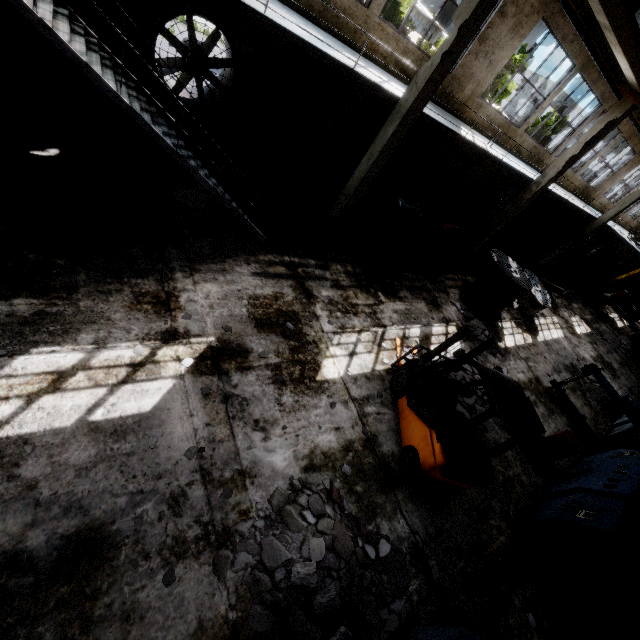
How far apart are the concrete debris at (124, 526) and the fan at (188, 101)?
9.67m

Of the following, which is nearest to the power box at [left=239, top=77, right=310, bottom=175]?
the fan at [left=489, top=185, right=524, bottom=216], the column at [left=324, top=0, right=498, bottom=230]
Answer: the column at [left=324, top=0, right=498, bottom=230]

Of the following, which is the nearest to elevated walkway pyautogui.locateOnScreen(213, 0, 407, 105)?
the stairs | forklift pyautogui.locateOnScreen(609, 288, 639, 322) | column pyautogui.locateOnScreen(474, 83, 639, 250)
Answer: column pyautogui.locateOnScreen(474, 83, 639, 250)

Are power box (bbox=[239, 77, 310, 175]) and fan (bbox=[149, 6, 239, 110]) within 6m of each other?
yes

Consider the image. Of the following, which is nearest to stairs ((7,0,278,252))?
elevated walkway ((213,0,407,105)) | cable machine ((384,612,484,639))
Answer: elevated walkway ((213,0,407,105))

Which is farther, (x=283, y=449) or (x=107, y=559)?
(x=283, y=449)

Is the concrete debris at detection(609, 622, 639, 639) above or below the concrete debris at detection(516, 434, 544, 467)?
above

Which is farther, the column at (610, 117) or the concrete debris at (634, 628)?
the column at (610, 117)
